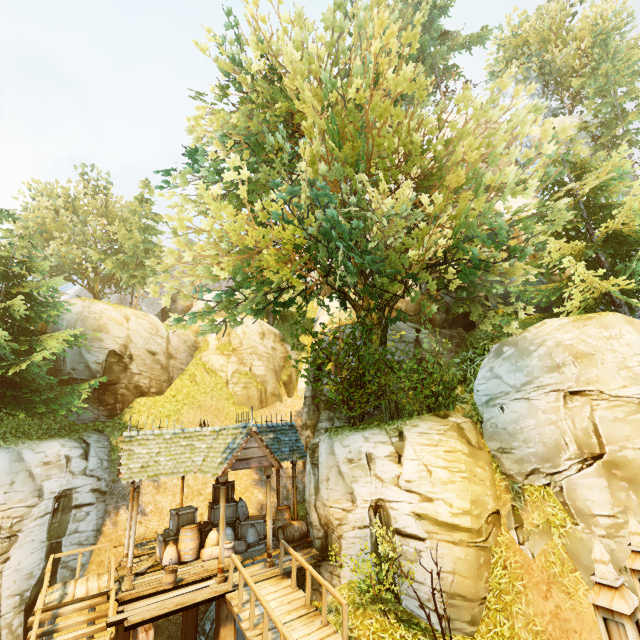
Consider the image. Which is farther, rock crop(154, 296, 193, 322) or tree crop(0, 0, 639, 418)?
rock crop(154, 296, 193, 322)

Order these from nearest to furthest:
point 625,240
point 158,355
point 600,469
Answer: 1. point 600,469
2. point 625,240
3. point 158,355

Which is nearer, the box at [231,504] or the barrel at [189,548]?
the barrel at [189,548]

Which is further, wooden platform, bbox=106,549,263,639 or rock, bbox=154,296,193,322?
rock, bbox=154,296,193,322

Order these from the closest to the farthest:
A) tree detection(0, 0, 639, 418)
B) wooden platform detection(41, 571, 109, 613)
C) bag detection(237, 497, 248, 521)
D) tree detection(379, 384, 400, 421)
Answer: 1. tree detection(0, 0, 639, 418)
2. wooden platform detection(41, 571, 109, 613)
3. tree detection(379, 384, 400, 421)
4. bag detection(237, 497, 248, 521)

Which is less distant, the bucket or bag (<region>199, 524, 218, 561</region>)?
the bucket

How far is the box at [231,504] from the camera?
13.8 meters

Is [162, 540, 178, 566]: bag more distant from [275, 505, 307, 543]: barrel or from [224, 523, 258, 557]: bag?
[275, 505, 307, 543]: barrel
